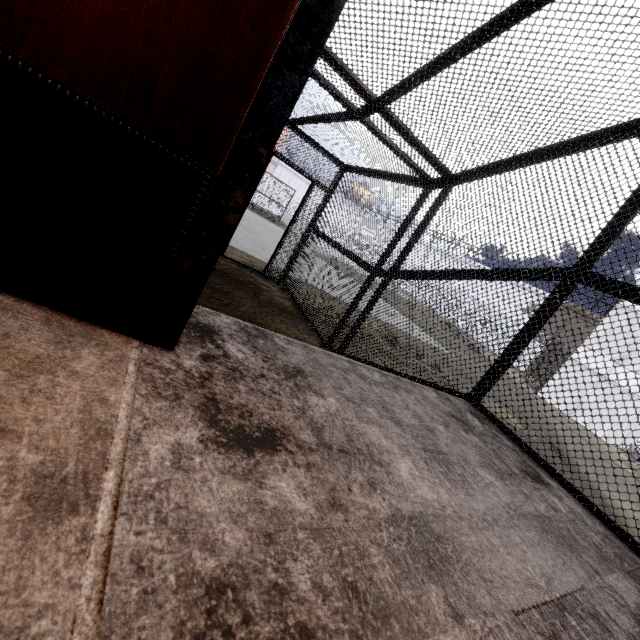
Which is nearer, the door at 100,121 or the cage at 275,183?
the door at 100,121

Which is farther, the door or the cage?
the cage

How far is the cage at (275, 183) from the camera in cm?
2369

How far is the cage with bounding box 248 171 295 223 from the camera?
23.69m

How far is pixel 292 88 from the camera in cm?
99
